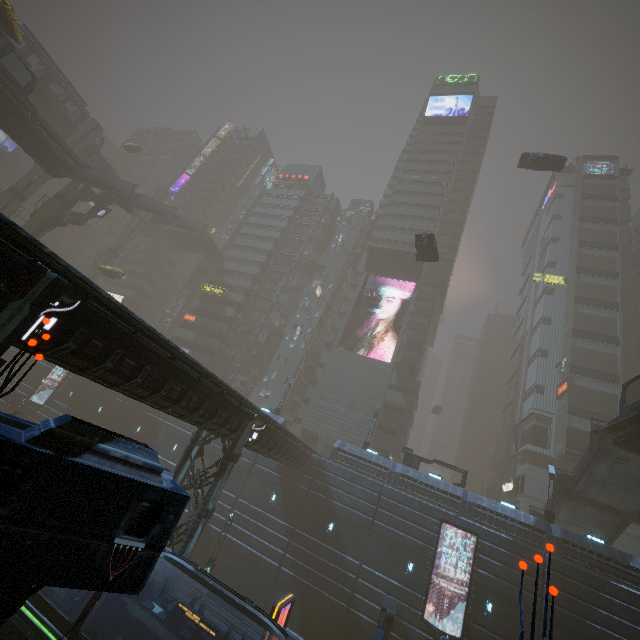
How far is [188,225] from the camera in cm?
5416

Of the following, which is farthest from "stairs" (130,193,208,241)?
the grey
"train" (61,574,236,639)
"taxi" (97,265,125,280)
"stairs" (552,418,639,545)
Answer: "stairs" (552,418,639,545)

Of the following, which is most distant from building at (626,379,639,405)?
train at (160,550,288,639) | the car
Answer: the car

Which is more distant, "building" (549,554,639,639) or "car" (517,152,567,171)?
"car" (517,152,567,171)

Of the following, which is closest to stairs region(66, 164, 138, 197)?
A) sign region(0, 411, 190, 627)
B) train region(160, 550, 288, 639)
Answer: train region(160, 550, 288, 639)

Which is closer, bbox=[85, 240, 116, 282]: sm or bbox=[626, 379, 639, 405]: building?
bbox=[626, 379, 639, 405]: building

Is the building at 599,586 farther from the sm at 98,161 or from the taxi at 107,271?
the taxi at 107,271

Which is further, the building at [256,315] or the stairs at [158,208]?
the building at [256,315]
